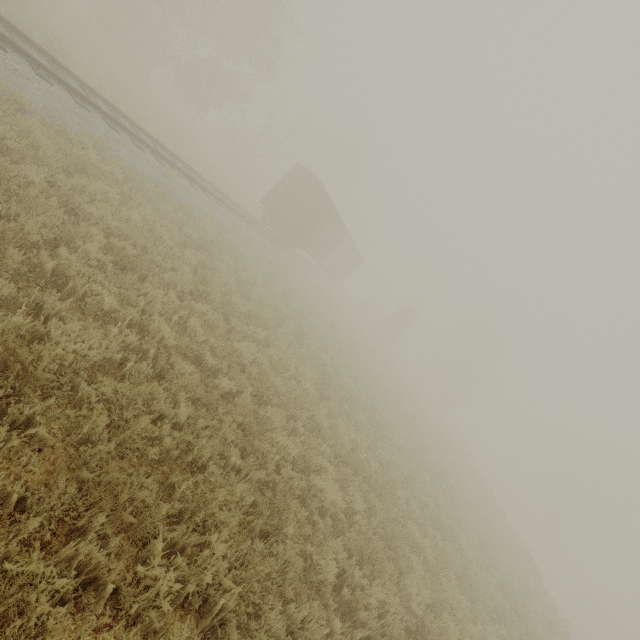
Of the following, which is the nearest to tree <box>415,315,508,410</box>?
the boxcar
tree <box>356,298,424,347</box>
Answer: tree <box>356,298,424,347</box>

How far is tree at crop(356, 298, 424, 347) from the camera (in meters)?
38.81

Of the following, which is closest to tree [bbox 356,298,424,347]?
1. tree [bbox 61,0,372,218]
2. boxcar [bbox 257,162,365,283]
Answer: tree [bbox 61,0,372,218]

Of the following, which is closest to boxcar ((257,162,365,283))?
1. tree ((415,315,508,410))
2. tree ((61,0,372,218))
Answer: tree ((61,0,372,218))

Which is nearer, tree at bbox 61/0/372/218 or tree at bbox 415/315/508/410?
tree at bbox 61/0/372/218

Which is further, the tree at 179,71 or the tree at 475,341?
the tree at 475,341

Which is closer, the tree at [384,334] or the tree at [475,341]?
the tree at [384,334]

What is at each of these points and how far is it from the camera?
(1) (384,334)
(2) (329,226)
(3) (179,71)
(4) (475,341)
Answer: (1) tree, 38.88m
(2) boxcar, 23.73m
(3) tree, 26.86m
(4) tree, 45.72m
